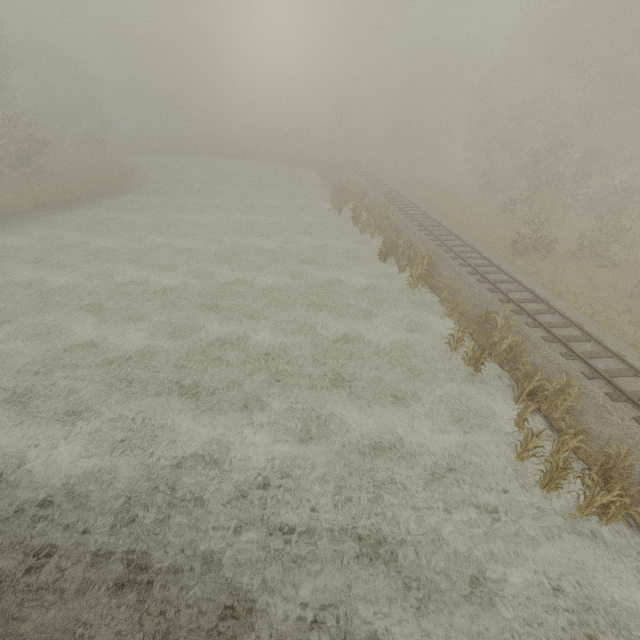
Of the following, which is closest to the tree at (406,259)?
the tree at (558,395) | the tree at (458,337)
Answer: the tree at (458,337)

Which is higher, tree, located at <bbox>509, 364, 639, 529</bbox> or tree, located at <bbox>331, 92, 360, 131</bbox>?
tree, located at <bbox>331, 92, 360, 131</bbox>

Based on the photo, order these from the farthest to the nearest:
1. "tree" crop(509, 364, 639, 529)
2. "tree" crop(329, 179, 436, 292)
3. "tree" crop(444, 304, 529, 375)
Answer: "tree" crop(329, 179, 436, 292), "tree" crop(444, 304, 529, 375), "tree" crop(509, 364, 639, 529)

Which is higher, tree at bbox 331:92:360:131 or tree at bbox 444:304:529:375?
tree at bbox 331:92:360:131

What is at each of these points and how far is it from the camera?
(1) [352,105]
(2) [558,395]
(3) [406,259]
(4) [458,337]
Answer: (1) tree, 37.3 meters
(2) tree, 9.9 meters
(3) tree, 18.4 meters
(4) tree, 12.4 meters

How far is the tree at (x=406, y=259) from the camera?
17.0 meters

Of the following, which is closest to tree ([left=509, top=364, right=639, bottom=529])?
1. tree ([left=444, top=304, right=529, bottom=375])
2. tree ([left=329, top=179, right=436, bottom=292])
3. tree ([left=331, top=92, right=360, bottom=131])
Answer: tree ([left=444, top=304, right=529, bottom=375])

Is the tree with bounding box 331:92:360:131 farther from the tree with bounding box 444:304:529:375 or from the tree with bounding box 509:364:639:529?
the tree with bounding box 509:364:639:529
